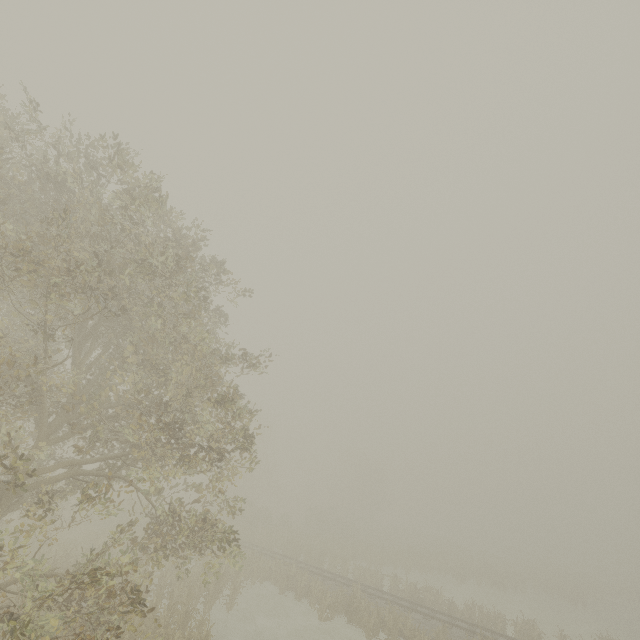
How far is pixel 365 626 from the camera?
17.66m
